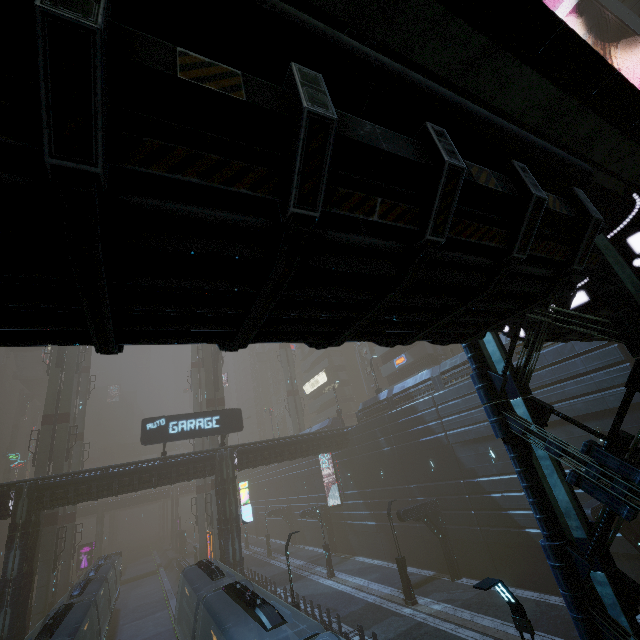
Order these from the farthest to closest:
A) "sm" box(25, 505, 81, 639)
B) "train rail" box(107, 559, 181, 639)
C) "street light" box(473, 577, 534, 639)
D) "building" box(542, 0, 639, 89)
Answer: "train rail" box(107, 559, 181, 639)
"sm" box(25, 505, 81, 639)
"building" box(542, 0, 639, 89)
"street light" box(473, 577, 534, 639)

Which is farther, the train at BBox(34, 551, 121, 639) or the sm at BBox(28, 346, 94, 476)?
the sm at BBox(28, 346, 94, 476)

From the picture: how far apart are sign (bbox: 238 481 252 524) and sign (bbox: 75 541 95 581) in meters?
39.7 m

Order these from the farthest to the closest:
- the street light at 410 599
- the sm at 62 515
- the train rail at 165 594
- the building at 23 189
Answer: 1. the train rail at 165 594
2. the sm at 62 515
3. the street light at 410 599
4. the building at 23 189

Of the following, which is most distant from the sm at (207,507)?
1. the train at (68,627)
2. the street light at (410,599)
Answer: the street light at (410,599)

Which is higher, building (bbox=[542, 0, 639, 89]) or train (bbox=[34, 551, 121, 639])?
building (bbox=[542, 0, 639, 89])

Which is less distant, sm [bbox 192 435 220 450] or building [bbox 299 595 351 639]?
building [bbox 299 595 351 639]

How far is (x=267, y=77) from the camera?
2.4m
